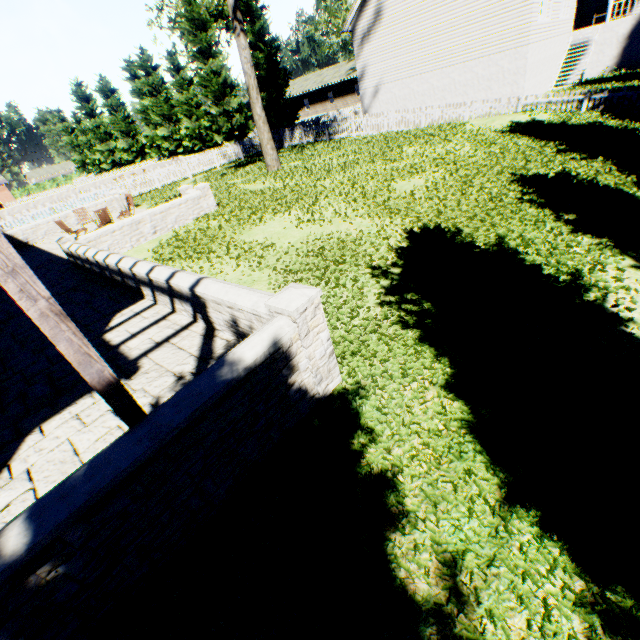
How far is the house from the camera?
45.44m

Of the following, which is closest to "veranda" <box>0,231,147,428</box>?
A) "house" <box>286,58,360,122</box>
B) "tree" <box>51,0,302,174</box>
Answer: "tree" <box>51,0,302,174</box>

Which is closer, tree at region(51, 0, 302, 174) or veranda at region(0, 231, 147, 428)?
veranda at region(0, 231, 147, 428)

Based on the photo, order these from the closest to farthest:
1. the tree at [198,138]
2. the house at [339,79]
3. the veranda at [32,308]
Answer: the veranda at [32,308]
the tree at [198,138]
the house at [339,79]

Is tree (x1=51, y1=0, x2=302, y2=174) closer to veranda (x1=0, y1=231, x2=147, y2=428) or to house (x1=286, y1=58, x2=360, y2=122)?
house (x1=286, y1=58, x2=360, y2=122)

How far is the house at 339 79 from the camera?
45.4 meters

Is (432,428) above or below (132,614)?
below
